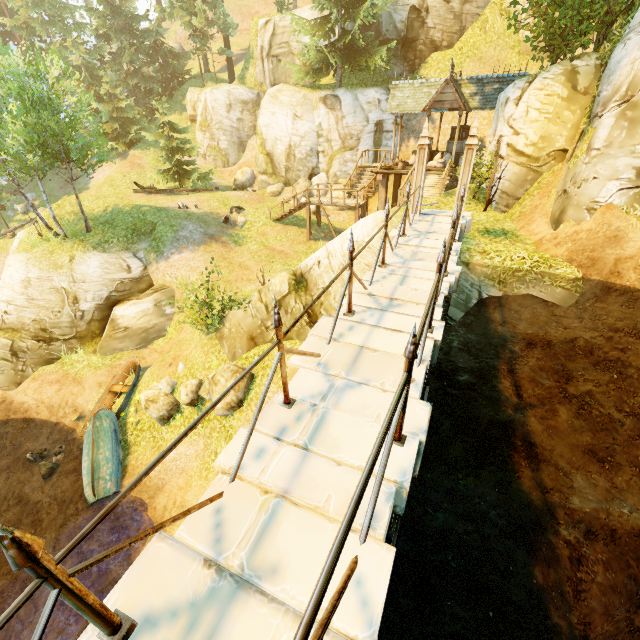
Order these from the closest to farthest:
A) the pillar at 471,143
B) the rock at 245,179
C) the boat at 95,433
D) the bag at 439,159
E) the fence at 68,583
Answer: the fence at 68,583
the pillar at 471,143
the boat at 95,433
the bag at 439,159
the rock at 245,179

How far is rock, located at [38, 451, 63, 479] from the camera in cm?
1295

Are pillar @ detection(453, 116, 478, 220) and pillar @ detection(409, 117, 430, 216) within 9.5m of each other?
yes

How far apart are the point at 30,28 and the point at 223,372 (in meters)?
46.92

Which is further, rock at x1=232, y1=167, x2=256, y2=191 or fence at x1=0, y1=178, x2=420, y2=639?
rock at x1=232, y1=167, x2=256, y2=191

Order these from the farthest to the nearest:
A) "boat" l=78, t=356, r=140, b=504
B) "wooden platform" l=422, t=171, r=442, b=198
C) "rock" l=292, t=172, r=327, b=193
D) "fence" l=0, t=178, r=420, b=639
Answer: "rock" l=292, t=172, r=327, b=193 → "wooden platform" l=422, t=171, r=442, b=198 → "boat" l=78, t=356, r=140, b=504 → "fence" l=0, t=178, r=420, b=639

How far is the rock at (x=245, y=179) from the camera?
28.7m

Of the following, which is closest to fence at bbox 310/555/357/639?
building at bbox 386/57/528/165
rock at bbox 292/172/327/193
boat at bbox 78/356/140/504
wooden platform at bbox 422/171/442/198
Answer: wooden platform at bbox 422/171/442/198
